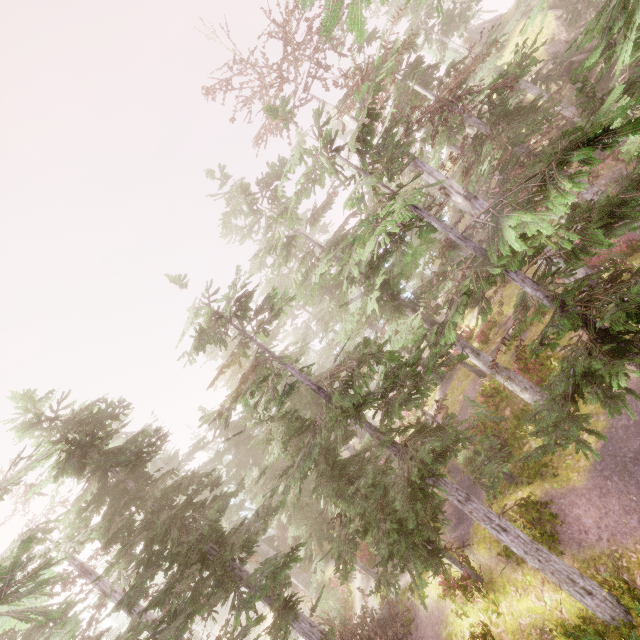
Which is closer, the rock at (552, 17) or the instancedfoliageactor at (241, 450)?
the instancedfoliageactor at (241, 450)

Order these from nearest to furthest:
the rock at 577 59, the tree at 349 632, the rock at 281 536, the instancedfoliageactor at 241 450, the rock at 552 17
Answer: the instancedfoliageactor at 241 450 → the tree at 349 632 → the rock at 577 59 → the rock at 552 17 → the rock at 281 536

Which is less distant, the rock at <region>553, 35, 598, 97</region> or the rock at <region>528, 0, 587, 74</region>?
the rock at <region>553, 35, 598, 97</region>

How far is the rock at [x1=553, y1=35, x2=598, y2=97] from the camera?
23.8 meters

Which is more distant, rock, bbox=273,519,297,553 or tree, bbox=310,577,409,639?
rock, bbox=273,519,297,553

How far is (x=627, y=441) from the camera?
11.6m

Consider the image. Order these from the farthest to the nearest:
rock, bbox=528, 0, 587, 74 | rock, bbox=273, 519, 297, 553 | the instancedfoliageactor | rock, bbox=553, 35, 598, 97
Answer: rock, bbox=273, 519, 297, 553, rock, bbox=528, 0, 587, 74, rock, bbox=553, 35, 598, 97, the instancedfoliageactor

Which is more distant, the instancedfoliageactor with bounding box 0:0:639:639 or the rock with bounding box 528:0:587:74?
the rock with bounding box 528:0:587:74
